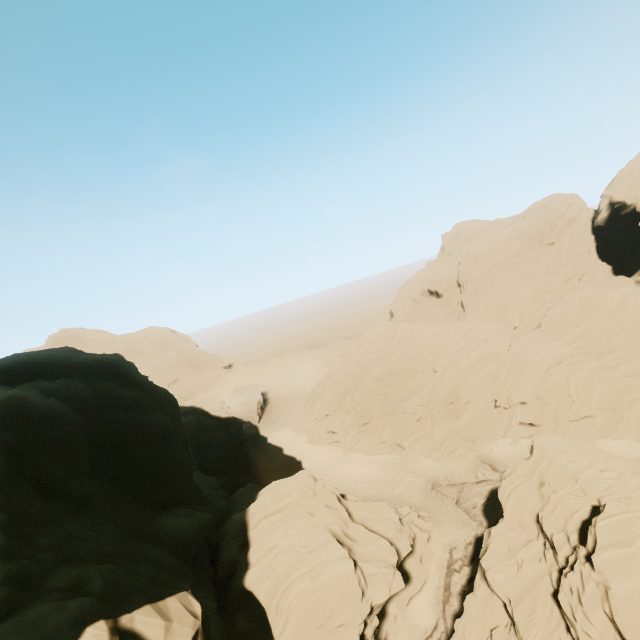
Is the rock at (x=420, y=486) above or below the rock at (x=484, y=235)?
below

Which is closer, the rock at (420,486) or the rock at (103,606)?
the rock at (103,606)

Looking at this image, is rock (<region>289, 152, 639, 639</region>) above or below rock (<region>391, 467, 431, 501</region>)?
above

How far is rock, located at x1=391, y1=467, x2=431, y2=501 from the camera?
36.8 meters

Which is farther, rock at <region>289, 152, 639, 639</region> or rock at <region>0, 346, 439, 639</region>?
rock at <region>289, 152, 639, 639</region>

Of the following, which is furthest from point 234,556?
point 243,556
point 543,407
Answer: point 543,407
